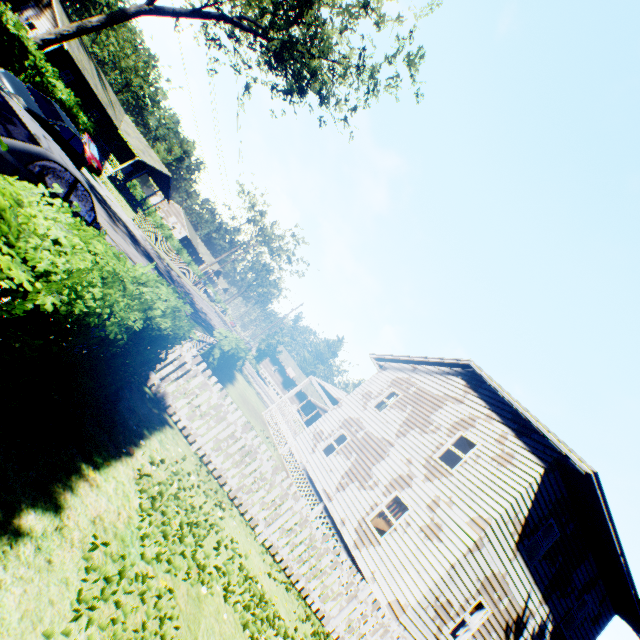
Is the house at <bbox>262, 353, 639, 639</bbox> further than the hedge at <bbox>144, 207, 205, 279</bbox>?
No

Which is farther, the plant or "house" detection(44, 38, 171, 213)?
"house" detection(44, 38, 171, 213)

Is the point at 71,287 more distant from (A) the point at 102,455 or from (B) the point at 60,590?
(A) the point at 102,455

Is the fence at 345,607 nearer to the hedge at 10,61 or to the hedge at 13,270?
the hedge at 13,270

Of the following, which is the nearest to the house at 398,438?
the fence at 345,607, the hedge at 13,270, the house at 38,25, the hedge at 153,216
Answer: the fence at 345,607

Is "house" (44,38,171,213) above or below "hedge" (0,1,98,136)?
above

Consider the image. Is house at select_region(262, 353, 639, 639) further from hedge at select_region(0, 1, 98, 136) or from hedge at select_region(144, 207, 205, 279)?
hedge at select_region(144, 207, 205, 279)

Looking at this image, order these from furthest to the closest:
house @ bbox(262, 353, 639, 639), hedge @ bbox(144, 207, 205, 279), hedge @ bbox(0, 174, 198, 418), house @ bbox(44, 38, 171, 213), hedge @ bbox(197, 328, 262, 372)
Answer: hedge @ bbox(144, 207, 205, 279), house @ bbox(44, 38, 171, 213), hedge @ bbox(197, 328, 262, 372), house @ bbox(262, 353, 639, 639), hedge @ bbox(0, 174, 198, 418)
